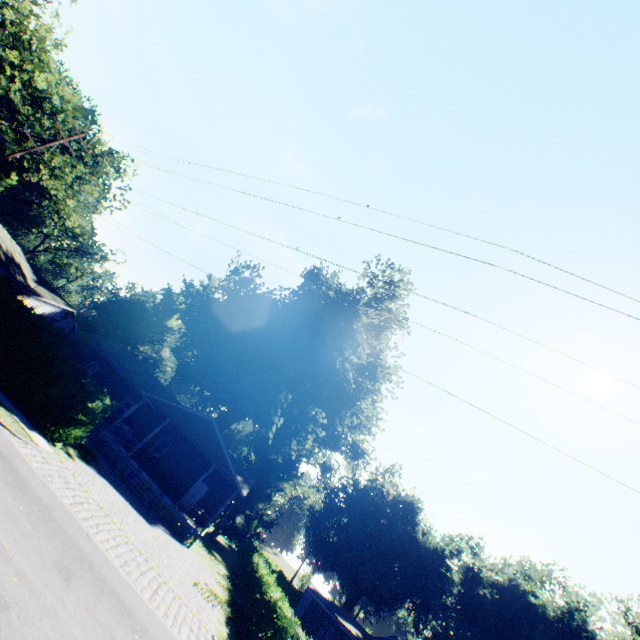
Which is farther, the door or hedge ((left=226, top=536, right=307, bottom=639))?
the door

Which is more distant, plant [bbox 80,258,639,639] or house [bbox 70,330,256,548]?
plant [bbox 80,258,639,639]

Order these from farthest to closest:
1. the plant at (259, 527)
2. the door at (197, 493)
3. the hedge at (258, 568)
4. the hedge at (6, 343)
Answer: the plant at (259, 527) → the door at (197, 493) → the hedge at (6, 343) → the hedge at (258, 568)

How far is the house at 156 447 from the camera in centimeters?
2236cm

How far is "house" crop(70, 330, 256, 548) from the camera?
22.36m

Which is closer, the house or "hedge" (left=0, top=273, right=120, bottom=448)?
"hedge" (left=0, top=273, right=120, bottom=448)

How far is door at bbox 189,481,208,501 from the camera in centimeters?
2681cm

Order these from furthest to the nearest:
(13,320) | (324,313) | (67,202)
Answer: (67,202) → (324,313) → (13,320)
